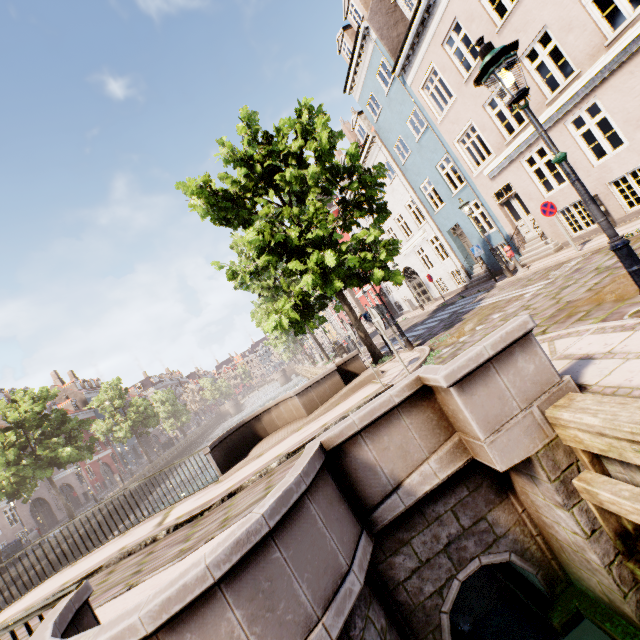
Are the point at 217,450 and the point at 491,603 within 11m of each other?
yes

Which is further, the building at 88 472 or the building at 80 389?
the building at 80 389

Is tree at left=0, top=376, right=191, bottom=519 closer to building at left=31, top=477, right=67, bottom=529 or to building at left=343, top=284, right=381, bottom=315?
building at left=31, top=477, right=67, bottom=529

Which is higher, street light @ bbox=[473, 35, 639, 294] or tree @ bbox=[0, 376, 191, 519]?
tree @ bbox=[0, 376, 191, 519]

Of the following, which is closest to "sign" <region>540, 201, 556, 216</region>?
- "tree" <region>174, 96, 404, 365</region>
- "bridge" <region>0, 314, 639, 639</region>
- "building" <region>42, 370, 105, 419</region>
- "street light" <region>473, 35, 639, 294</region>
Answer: "tree" <region>174, 96, 404, 365</region>

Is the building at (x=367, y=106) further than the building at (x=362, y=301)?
No

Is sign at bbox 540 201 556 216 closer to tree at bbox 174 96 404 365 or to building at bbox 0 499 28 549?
tree at bbox 174 96 404 365

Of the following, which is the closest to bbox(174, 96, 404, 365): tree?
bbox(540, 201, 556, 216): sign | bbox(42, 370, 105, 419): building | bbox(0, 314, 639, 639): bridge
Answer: bbox(0, 314, 639, 639): bridge
